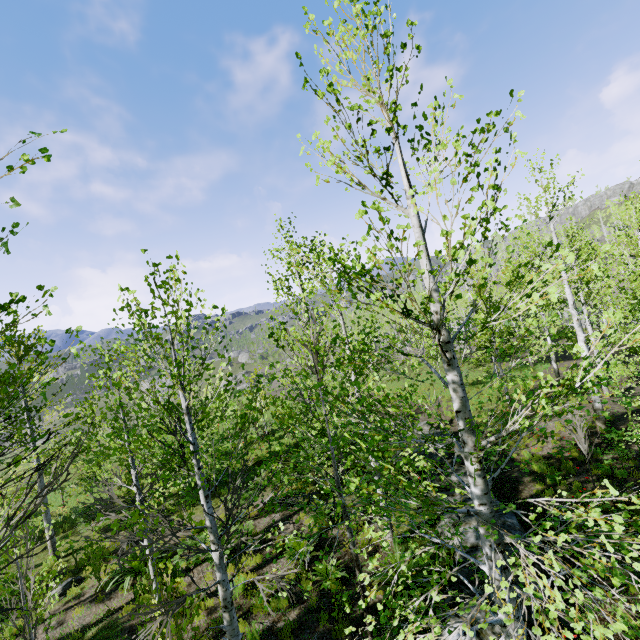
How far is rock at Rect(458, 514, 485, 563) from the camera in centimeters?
784cm

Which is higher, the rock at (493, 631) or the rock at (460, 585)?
the rock at (493, 631)

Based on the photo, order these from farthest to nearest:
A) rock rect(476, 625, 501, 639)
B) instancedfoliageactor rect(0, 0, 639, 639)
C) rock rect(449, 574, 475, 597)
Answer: rock rect(449, 574, 475, 597), rock rect(476, 625, 501, 639), instancedfoliageactor rect(0, 0, 639, 639)

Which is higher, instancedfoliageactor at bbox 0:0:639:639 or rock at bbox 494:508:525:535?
instancedfoliageactor at bbox 0:0:639:639

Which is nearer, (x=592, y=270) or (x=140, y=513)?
(x=140, y=513)

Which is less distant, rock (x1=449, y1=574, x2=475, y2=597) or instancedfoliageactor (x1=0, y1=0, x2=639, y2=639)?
instancedfoliageactor (x1=0, y1=0, x2=639, y2=639)

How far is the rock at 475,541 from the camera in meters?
7.8
